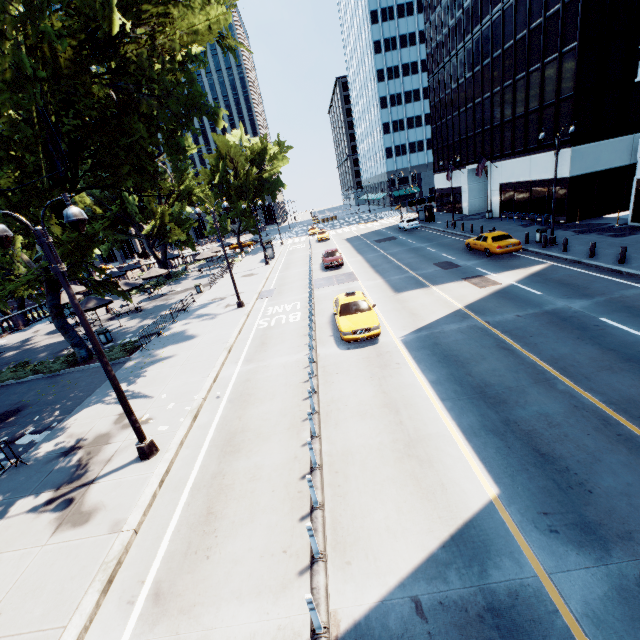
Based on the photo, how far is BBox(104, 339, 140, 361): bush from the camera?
18.33m

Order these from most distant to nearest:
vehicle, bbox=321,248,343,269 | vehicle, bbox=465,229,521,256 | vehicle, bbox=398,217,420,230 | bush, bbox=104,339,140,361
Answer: vehicle, bbox=398,217,420,230
vehicle, bbox=321,248,343,269
vehicle, bbox=465,229,521,256
bush, bbox=104,339,140,361

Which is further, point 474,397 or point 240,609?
point 474,397

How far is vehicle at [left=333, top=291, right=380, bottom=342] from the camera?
14.04m

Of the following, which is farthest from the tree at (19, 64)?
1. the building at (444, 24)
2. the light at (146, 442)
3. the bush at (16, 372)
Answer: the building at (444, 24)

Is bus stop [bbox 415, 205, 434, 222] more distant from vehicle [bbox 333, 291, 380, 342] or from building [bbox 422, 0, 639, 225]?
vehicle [bbox 333, 291, 380, 342]

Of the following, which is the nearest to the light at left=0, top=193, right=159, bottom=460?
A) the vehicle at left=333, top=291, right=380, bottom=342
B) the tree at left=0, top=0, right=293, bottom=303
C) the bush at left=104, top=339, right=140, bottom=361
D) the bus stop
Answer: the tree at left=0, top=0, right=293, bottom=303

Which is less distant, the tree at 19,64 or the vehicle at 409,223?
the tree at 19,64
